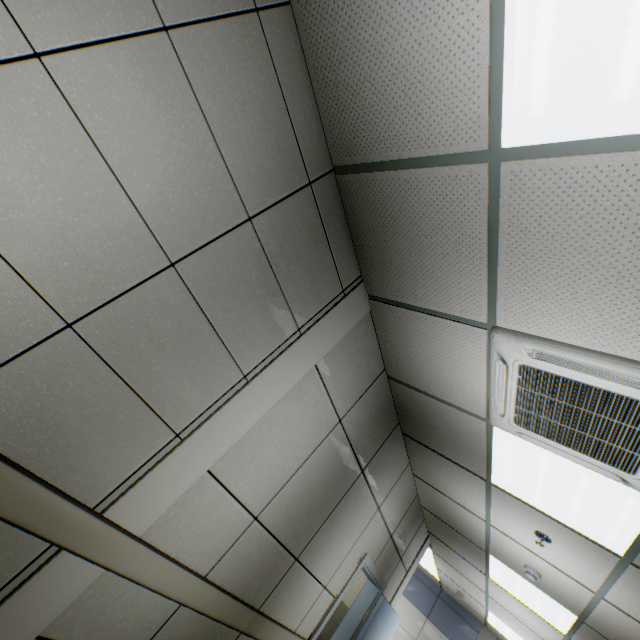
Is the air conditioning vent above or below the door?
above

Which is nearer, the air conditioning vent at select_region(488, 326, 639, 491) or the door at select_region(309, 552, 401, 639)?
the air conditioning vent at select_region(488, 326, 639, 491)

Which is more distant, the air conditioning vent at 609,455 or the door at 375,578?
the door at 375,578

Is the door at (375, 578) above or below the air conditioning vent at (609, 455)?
below

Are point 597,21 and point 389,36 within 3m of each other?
yes
